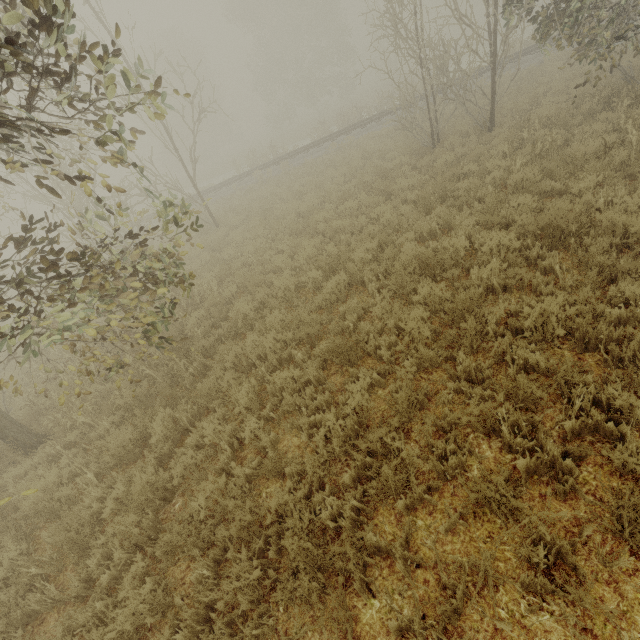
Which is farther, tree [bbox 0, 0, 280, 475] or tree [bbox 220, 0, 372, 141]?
tree [bbox 220, 0, 372, 141]

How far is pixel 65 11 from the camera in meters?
2.6 m

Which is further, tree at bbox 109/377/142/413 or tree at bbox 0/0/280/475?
tree at bbox 109/377/142/413

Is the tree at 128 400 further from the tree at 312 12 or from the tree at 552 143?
the tree at 312 12

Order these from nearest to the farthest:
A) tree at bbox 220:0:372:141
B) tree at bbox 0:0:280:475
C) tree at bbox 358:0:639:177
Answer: tree at bbox 0:0:280:475
tree at bbox 358:0:639:177
tree at bbox 220:0:372:141

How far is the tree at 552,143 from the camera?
7.7m

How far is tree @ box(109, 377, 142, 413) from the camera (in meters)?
5.36

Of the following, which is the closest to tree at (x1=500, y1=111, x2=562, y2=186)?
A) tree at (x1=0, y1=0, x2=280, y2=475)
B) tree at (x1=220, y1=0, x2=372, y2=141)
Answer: tree at (x1=0, y1=0, x2=280, y2=475)
